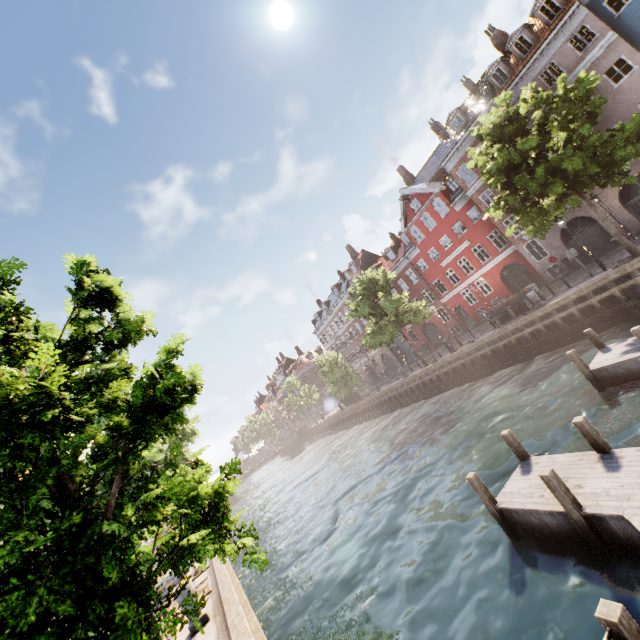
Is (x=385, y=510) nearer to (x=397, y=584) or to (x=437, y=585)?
(x=397, y=584)

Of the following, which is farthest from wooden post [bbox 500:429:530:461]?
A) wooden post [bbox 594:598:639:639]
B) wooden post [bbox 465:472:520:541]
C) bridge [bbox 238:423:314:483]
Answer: bridge [bbox 238:423:314:483]

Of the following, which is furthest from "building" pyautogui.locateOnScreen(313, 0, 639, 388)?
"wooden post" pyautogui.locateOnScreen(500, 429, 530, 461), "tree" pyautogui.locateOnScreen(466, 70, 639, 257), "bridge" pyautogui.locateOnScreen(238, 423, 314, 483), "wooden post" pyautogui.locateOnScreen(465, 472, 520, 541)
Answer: "wooden post" pyautogui.locateOnScreen(465, 472, 520, 541)

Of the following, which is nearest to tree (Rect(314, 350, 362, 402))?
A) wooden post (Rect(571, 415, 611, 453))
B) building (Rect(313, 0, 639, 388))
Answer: building (Rect(313, 0, 639, 388))

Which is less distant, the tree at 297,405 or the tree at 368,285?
the tree at 368,285

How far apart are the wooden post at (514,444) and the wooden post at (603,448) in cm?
185

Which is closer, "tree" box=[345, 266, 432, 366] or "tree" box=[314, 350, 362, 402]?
"tree" box=[345, 266, 432, 366]

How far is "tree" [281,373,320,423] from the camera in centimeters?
5425cm
